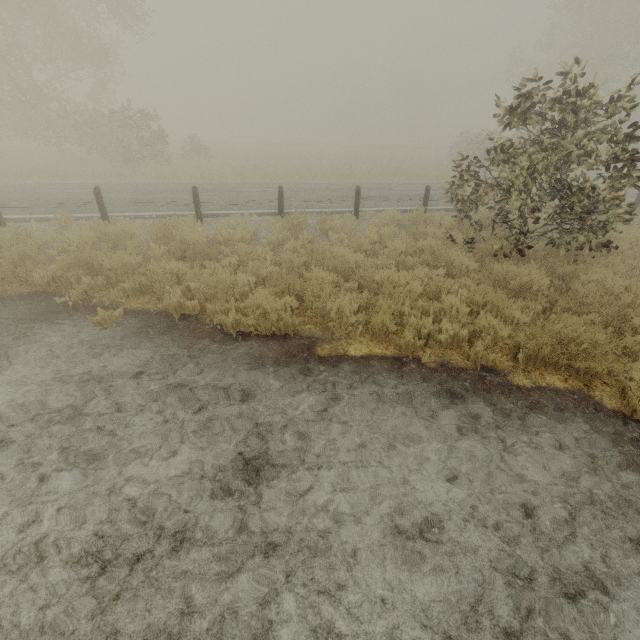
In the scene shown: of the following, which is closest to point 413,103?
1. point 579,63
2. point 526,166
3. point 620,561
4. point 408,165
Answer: point 408,165

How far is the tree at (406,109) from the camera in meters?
56.5 m

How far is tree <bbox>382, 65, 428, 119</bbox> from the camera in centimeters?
5653cm
